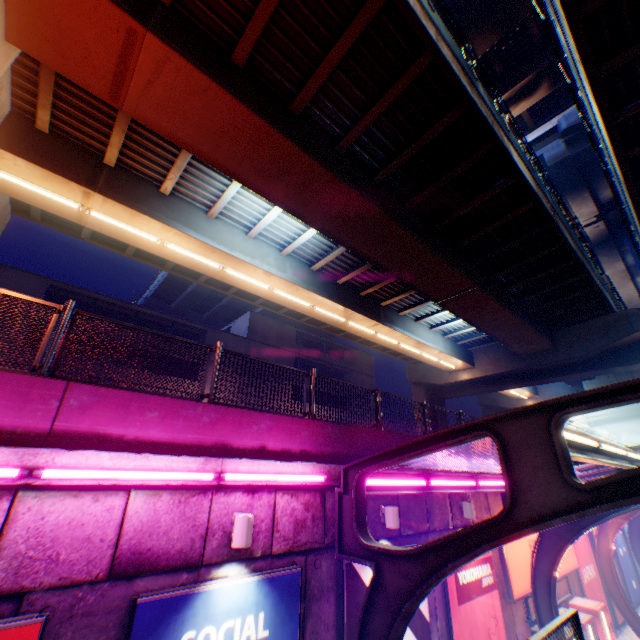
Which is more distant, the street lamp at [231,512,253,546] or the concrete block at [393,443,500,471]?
the concrete block at [393,443,500,471]

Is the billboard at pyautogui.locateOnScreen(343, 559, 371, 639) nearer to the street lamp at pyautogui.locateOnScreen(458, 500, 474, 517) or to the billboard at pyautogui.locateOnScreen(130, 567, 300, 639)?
the billboard at pyautogui.locateOnScreen(130, 567, 300, 639)

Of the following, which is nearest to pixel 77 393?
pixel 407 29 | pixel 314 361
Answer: pixel 407 29

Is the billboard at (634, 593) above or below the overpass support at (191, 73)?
below

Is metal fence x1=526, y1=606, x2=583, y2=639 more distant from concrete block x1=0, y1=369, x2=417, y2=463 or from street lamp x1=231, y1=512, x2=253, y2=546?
street lamp x1=231, y1=512, x2=253, y2=546

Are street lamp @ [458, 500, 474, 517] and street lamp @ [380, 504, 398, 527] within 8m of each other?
yes

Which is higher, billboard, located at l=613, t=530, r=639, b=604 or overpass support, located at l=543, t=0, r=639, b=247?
overpass support, located at l=543, t=0, r=639, b=247

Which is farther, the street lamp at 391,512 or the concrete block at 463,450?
the concrete block at 463,450
